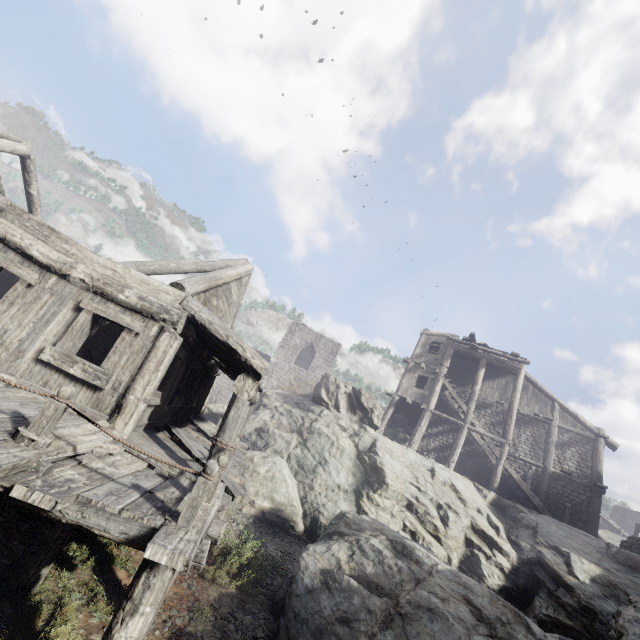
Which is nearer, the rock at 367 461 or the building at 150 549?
the building at 150 549

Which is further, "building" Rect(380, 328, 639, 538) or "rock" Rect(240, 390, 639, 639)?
"building" Rect(380, 328, 639, 538)

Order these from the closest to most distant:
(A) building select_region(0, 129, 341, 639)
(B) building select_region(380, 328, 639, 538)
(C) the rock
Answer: (A) building select_region(0, 129, 341, 639) < (C) the rock < (B) building select_region(380, 328, 639, 538)

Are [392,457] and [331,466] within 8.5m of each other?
yes

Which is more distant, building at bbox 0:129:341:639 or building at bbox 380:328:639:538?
building at bbox 380:328:639:538

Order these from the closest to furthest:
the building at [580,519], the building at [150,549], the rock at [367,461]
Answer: the building at [150,549] < the rock at [367,461] < the building at [580,519]

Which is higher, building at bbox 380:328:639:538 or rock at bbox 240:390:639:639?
building at bbox 380:328:639:538
